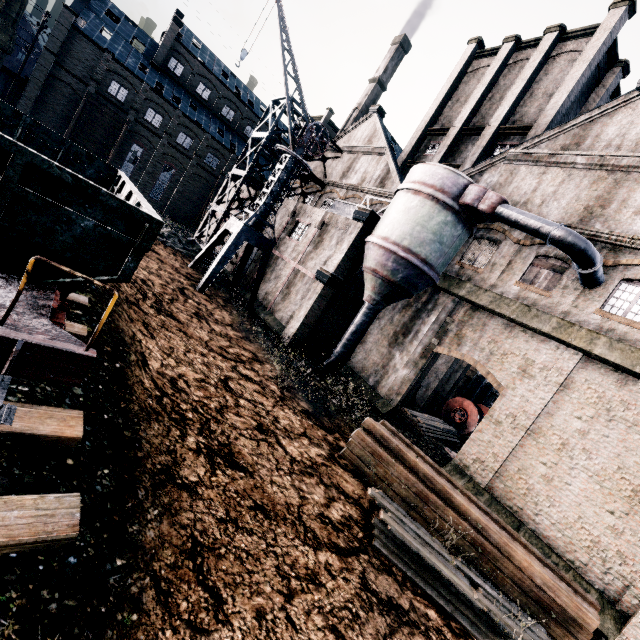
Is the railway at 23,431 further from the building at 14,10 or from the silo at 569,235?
the silo at 569,235

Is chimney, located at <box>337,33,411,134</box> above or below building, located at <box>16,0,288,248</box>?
above

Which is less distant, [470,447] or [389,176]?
[470,447]

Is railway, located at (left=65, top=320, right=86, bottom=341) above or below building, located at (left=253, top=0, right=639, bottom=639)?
below

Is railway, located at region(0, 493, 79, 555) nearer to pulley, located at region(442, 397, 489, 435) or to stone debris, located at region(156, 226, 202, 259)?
stone debris, located at region(156, 226, 202, 259)

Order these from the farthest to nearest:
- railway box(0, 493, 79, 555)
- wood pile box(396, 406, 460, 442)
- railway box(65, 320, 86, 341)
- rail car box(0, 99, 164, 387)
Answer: wood pile box(396, 406, 460, 442), railway box(65, 320, 86, 341), rail car box(0, 99, 164, 387), railway box(0, 493, 79, 555)

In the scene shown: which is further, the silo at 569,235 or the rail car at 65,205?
the silo at 569,235

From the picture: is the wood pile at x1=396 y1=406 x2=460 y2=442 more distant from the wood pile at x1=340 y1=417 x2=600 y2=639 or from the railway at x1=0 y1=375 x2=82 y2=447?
the railway at x1=0 y1=375 x2=82 y2=447
